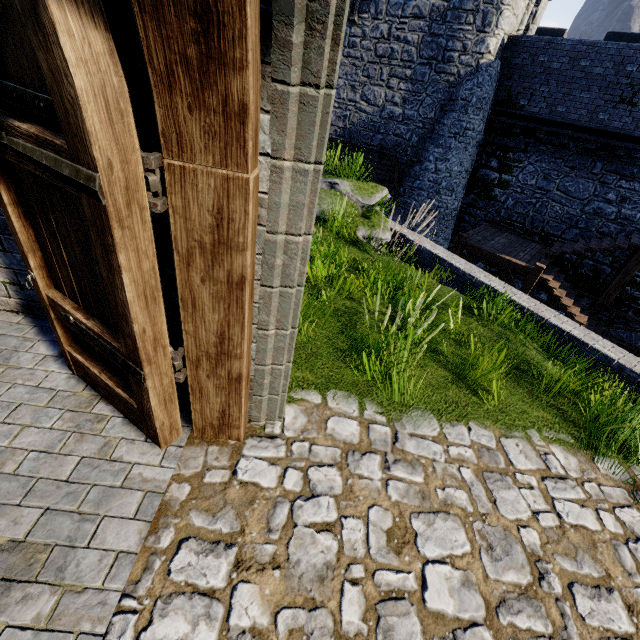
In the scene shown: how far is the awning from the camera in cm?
1608

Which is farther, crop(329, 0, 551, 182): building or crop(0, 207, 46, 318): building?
crop(329, 0, 551, 182): building

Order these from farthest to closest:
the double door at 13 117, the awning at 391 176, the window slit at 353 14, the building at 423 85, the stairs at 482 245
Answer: the awning at 391 176 → the window slit at 353 14 → the building at 423 85 → the stairs at 482 245 → the double door at 13 117

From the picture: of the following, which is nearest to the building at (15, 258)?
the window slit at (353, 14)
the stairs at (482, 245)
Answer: the stairs at (482, 245)

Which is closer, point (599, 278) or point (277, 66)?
point (277, 66)

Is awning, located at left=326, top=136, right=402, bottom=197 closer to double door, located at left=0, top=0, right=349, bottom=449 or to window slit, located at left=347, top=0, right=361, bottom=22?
window slit, located at left=347, top=0, right=361, bottom=22

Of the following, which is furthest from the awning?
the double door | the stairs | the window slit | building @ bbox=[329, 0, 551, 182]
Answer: the double door

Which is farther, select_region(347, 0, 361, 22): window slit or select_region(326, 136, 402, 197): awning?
select_region(326, 136, 402, 197): awning
